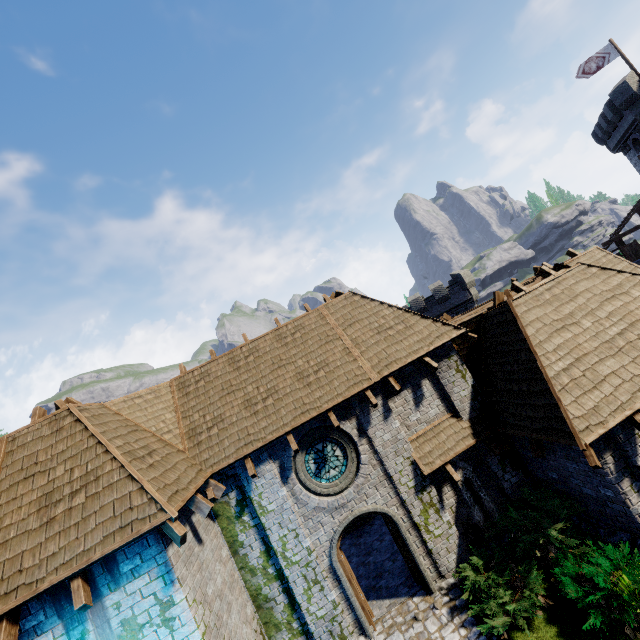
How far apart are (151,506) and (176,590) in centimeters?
168cm

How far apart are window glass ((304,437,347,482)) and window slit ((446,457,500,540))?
3.04m

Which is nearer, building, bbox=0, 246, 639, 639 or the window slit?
building, bbox=0, 246, 639, 639

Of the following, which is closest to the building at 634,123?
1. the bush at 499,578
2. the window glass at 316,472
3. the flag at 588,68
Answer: the flag at 588,68

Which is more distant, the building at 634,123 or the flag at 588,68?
the flag at 588,68

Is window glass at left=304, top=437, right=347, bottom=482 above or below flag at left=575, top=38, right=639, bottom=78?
below

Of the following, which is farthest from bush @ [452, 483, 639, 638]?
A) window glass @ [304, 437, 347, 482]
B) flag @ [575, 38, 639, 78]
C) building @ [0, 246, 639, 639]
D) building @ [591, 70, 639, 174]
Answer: flag @ [575, 38, 639, 78]
